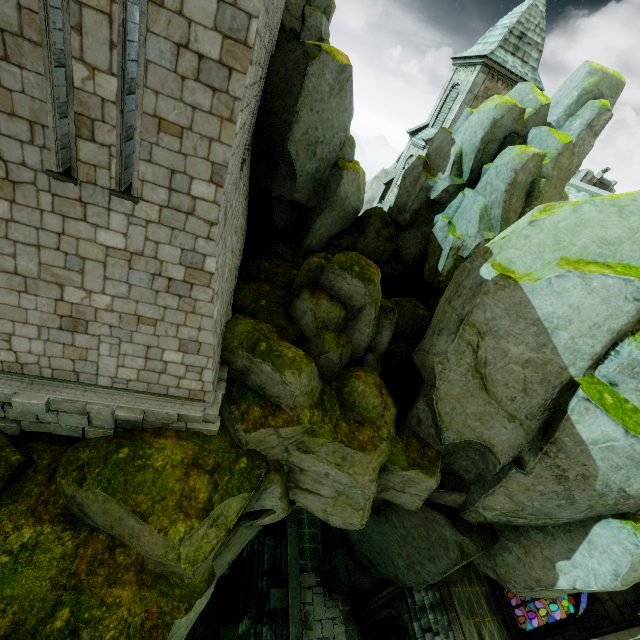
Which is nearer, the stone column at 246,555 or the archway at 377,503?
the archway at 377,503

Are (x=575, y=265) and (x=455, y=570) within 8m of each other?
no

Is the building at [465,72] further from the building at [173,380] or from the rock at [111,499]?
the building at [173,380]

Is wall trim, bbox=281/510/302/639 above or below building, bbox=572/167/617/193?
below

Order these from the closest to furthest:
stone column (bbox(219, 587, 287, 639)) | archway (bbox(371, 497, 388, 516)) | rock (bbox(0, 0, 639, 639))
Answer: rock (bbox(0, 0, 639, 639)), archway (bbox(371, 497, 388, 516)), stone column (bbox(219, 587, 287, 639))

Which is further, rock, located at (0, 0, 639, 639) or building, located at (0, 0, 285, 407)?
rock, located at (0, 0, 639, 639)

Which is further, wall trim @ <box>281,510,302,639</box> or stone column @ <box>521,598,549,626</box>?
stone column @ <box>521,598,549,626</box>

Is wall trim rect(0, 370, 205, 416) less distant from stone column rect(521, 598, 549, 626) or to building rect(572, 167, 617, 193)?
building rect(572, 167, 617, 193)
